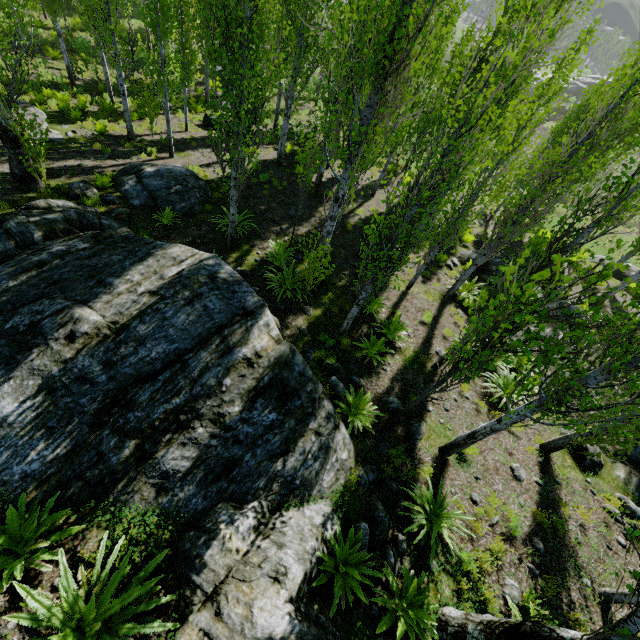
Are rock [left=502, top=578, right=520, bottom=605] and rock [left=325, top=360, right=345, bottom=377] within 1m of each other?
no

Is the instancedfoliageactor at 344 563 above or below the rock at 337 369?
above

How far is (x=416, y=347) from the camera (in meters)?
9.41

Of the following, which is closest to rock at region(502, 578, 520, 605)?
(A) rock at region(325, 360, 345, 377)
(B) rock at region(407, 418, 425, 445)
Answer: (B) rock at region(407, 418, 425, 445)

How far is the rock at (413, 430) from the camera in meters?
7.1 m

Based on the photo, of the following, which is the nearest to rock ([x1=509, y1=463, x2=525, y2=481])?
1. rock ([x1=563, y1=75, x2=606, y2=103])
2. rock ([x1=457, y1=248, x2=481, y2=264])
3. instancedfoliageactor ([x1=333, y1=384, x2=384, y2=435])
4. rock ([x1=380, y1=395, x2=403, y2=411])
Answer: rock ([x1=457, y1=248, x2=481, y2=264])

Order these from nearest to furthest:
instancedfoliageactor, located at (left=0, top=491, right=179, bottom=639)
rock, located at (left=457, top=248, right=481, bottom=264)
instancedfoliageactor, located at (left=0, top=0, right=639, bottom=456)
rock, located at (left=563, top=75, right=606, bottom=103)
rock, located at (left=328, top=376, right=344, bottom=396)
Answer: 1. instancedfoliageactor, located at (left=0, top=491, right=179, bottom=639)
2. instancedfoliageactor, located at (left=0, top=0, right=639, bottom=456)
3. rock, located at (left=328, top=376, right=344, bottom=396)
4. rock, located at (left=457, top=248, right=481, bottom=264)
5. rock, located at (left=563, top=75, right=606, bottom=103)

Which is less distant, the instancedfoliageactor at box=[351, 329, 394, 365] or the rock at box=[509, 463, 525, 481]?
the rock at box=[509, 463, 525, 481]
